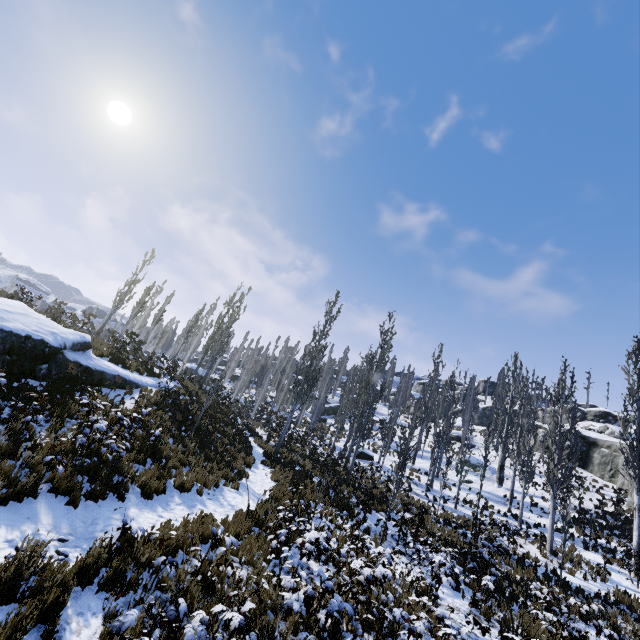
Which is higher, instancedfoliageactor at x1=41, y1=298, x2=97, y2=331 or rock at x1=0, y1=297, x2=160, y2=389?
instancedfoliageactor at x1=41, y1=298, x2=97, y2=331

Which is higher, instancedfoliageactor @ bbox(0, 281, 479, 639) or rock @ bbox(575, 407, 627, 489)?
rock @ bbox(575, 407, 627, 489)

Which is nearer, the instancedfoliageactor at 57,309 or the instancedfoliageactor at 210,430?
the instancedfoliageactor at 210,430

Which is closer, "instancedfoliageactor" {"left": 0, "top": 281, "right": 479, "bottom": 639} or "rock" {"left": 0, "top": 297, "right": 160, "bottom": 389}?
"instancedfoliageactor" {"left": 0, "top": 281, "right": 479, "bottom": 639}

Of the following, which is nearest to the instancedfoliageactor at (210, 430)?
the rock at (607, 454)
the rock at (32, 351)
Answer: the rock at (607, 454)

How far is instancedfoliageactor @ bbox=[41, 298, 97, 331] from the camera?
18.9 meters

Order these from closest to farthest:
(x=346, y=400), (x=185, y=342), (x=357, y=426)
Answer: (x=357, y=426) → (x=185, y=342) → (x=346, y=400)

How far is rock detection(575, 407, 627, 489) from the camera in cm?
3077
